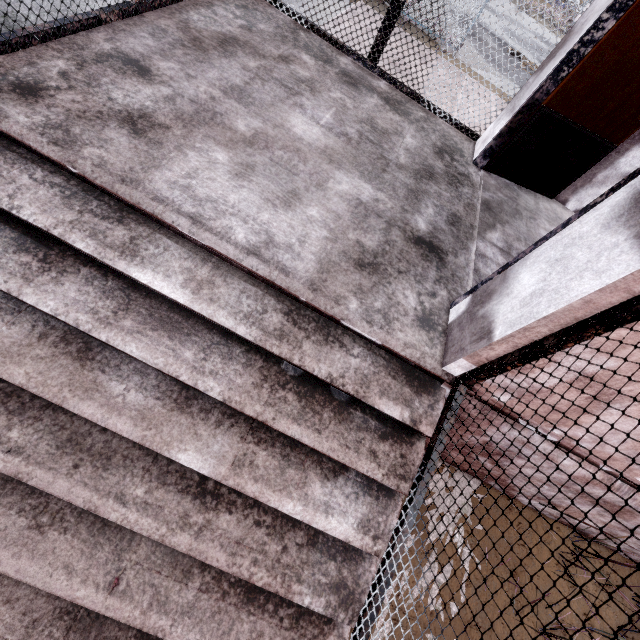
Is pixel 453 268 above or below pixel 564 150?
below

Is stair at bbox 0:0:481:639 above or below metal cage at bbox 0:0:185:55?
below

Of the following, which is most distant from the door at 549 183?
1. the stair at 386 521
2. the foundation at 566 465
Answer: the foundation at 566 465

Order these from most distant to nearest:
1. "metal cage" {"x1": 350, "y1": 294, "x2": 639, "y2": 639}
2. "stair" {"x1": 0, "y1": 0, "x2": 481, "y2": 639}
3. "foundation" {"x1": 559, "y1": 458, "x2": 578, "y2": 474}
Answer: "foundation" {"x1": 559, "y1": 458, "x2": 578, "y2": 474} → "stair" {"x1": 0, "y1": 0, "x2": 481, "y2": 639} → "metal cage" {"x1": 350, "y1": 294, "x2": 639, "y2": 639}

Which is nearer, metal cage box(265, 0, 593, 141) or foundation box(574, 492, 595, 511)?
foundation box(574, 492, 595, 511)

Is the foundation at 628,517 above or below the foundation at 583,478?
below

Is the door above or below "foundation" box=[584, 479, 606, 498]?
above

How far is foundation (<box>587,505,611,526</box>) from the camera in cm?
235
